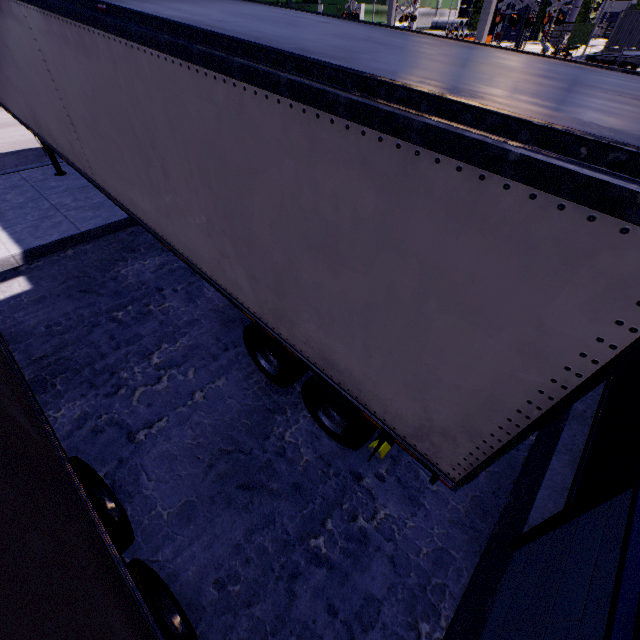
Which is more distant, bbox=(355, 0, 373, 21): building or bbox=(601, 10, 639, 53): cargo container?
bbox=(355, 0, 373, 21): building

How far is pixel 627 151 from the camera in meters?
1.2

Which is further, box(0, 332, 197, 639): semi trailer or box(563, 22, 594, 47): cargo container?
box(563, 22, 594, 47): cargo container

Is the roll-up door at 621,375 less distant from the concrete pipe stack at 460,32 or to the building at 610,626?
the building at 610,626

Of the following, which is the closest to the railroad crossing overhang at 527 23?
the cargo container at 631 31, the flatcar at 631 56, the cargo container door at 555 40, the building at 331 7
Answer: the cargo container at 631 31

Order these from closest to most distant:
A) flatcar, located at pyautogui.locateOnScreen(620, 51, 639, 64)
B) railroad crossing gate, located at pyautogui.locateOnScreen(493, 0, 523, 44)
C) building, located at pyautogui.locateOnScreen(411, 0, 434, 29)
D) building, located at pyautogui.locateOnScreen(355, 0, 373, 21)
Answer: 1. railroad crossing gate, located at pyautogui.locateOnScreen(493, 0, 523, 44)
2. flatcar, located at pyautogui.locateOnScreen(620, 51, 639, 64)
3. building, located at pyautogui.locateOnScreen(355, 0, 373, 21)
4. building, located at pyautogui.locateOnScreen(411, 0, 434, 29)

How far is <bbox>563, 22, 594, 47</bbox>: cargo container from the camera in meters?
39.5 m

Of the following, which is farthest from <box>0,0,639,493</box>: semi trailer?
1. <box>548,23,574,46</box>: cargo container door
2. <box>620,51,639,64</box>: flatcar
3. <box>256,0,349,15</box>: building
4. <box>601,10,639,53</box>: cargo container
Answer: <box>548,23,574,46</box>: cargo container door
